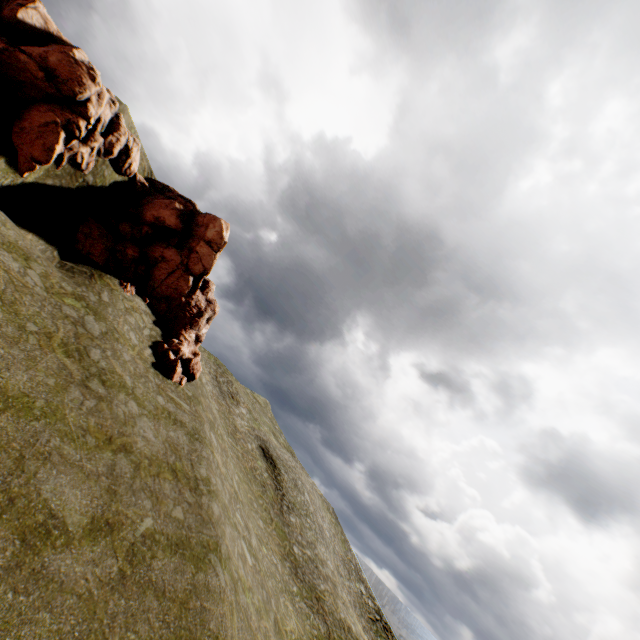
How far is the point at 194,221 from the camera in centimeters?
2442cm
